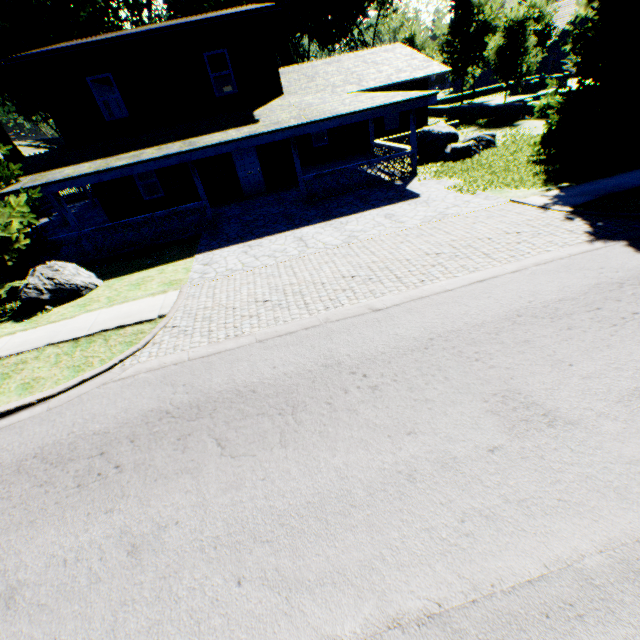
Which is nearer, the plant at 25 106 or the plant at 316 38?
the plant at 316 38

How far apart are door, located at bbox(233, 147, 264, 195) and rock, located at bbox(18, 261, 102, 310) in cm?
894

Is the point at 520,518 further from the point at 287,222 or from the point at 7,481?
the point at 287,222

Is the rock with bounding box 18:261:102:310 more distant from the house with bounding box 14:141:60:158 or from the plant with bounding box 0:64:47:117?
the house with bounding box 14:141:60:158

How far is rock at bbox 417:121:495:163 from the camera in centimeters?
1489cm

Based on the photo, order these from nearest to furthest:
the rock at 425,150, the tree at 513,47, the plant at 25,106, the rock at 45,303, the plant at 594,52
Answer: the rock at 45,303, the plant at 594,52, the rock at 425,150, the tree at 513,47, the plant at 25,106

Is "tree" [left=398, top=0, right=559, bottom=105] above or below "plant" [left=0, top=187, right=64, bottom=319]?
above

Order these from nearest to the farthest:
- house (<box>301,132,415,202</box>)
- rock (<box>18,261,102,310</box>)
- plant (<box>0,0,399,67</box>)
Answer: Result: rock (<box>18,261,102,310</box>) < house (<box>301,132,415,202</box>) < plant (<box>0,0,399,67</box>)
